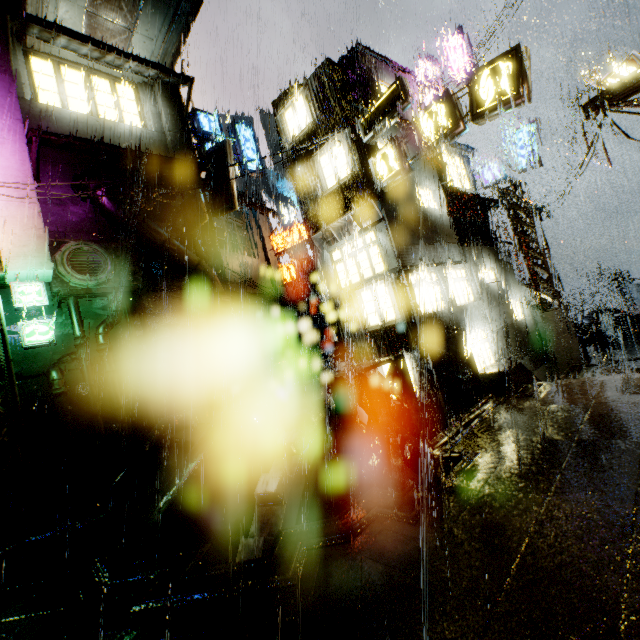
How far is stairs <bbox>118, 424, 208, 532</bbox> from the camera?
7.3m

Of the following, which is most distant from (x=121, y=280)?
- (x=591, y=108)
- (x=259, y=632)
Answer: (x=591, y=108)

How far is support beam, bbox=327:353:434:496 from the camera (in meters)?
5.52

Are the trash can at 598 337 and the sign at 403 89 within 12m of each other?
no

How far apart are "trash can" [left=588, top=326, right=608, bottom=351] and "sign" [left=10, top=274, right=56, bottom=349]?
25.3m

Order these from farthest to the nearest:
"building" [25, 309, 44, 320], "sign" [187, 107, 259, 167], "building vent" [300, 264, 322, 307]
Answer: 1. "building vent" [300, 264, 322, 307]
2. "sign" [187, 107, 259, 167]
3. "building" [25, 309, 44, 320]

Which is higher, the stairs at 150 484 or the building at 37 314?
the building at 37 314

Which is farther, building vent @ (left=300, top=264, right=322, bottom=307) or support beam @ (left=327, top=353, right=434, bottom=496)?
building vent @ (left=300, top=264, right=322, bottom=307)
